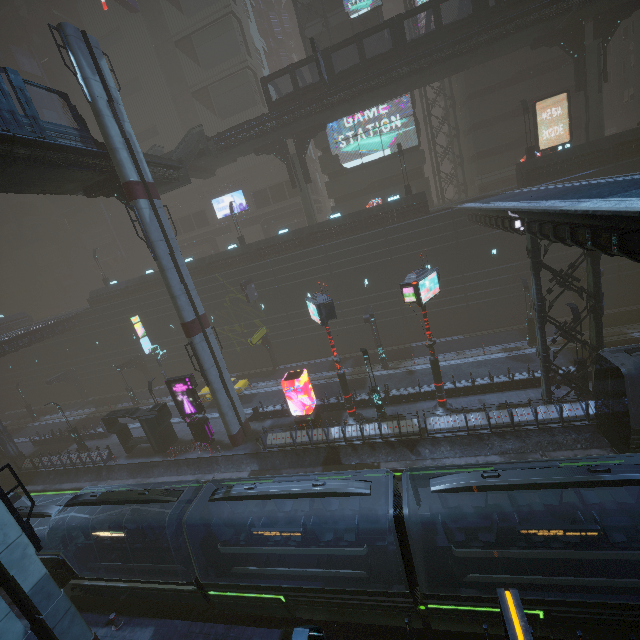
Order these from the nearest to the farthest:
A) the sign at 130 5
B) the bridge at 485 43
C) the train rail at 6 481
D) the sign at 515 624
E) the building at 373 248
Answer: the sign at 515 624 < the building at 373 248 < the bridge at 485 43 < the train rail at 6 481 < the sign at 130 5

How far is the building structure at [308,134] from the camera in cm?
3158

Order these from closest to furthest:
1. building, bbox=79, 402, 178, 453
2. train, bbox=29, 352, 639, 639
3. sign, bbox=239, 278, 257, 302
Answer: train, bbox=29, 352, 639, 639 < building, bbox=79, 402, 178, 453 < sign, bbox=239, 278, 257, 302

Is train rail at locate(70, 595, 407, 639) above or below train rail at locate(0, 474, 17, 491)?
below

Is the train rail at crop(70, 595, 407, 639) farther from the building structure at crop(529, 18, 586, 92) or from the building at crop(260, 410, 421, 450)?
the building structure at crop(529, 18, 586, 92)

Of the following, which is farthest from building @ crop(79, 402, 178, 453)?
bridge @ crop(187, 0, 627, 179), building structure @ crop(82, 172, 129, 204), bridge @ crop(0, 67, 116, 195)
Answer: building structure @ crop(82, 172, 129, 204)

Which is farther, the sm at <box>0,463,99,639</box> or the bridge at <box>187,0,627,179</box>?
the bridge at <box>187,0,627,179</box>

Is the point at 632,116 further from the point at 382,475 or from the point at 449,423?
the point at 382,475
